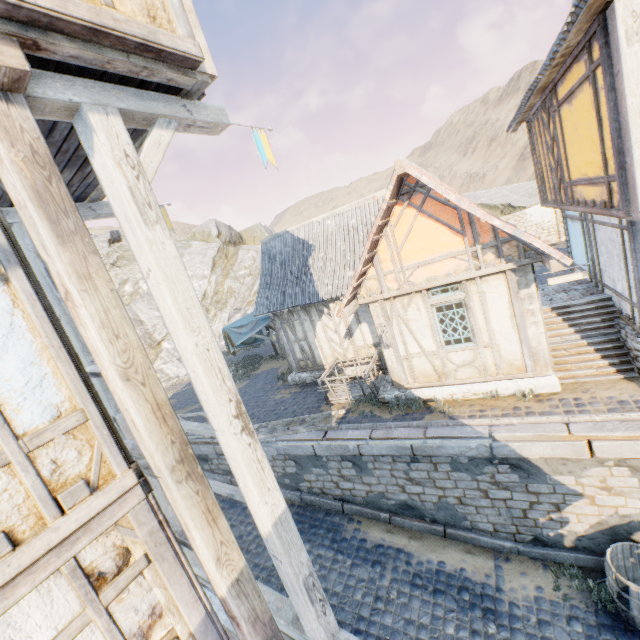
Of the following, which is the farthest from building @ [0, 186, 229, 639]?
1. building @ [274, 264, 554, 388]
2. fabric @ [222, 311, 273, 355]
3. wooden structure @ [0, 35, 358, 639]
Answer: fabric @ [222, 311, 273, 355]

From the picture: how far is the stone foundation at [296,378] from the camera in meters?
13.5

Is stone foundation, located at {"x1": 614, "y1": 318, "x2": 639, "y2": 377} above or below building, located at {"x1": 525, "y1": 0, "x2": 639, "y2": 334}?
below

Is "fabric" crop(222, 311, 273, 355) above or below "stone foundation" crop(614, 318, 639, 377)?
above

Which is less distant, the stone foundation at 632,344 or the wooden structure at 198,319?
the wooden structure at 198,319

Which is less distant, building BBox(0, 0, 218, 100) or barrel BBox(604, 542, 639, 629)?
building BBox(0, 0, 218, 100)

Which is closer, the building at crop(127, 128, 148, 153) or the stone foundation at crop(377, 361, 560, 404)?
the building at crop(127, 128, 148, 153)

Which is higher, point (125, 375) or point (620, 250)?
point (125, 375)
